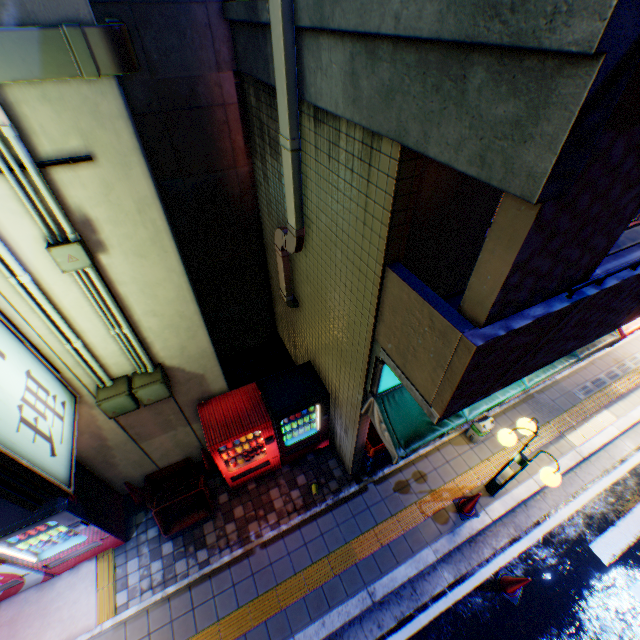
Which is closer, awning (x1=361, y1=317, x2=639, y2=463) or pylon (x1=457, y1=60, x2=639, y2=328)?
pylon (x1=457, y1=60, x2=639, y2=328)

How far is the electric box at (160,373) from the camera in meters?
4.5 m

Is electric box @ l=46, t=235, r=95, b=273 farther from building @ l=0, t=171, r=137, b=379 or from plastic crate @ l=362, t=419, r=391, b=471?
plastic crate @ l=362, t=419, r=391, b=471

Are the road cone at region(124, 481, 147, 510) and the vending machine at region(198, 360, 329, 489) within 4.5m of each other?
yes

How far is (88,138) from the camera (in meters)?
2.91

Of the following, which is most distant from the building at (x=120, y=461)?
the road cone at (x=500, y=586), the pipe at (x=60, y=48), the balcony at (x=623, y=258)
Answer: the road cone at (x=500, y=586)

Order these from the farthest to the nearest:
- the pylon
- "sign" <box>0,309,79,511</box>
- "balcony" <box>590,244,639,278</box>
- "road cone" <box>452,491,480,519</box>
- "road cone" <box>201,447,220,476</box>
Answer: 1. "road cone" <box>201,447,220,476</box>
2. "road cone" <box>452,491,480,519</box>
3. "balcony" <box>590,244,639,278</box>
4. "sign" <box>0,309,79,511</box>
5. the pylon

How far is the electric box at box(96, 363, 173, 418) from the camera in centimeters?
451cm
